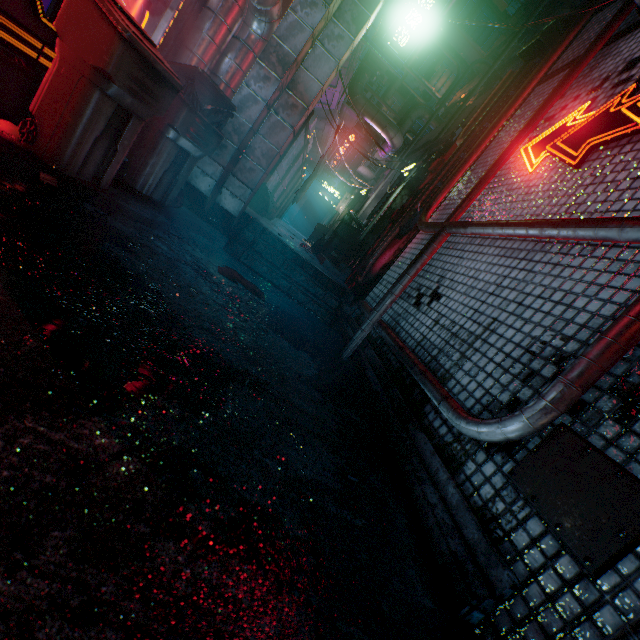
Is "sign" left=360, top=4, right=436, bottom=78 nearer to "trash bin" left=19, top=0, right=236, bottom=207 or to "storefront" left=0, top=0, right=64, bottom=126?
"storefront" left=0, top=0, right=64, bottom=126

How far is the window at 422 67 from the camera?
17.30m

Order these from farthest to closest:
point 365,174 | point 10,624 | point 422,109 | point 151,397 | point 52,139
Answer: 1. point 365,174
2. point 422,109
3. point 52,139
4. point 151,397
5. point 10,624

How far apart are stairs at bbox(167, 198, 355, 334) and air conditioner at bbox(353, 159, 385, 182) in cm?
757

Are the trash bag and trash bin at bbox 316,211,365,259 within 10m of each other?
yes

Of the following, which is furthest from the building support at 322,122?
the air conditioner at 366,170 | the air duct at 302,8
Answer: the air conditioner at 366,170

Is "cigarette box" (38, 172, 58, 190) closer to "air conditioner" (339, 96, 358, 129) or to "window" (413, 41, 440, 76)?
"air conditioner" (339, 96, 358, 129)

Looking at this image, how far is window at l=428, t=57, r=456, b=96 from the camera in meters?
17.6 m
